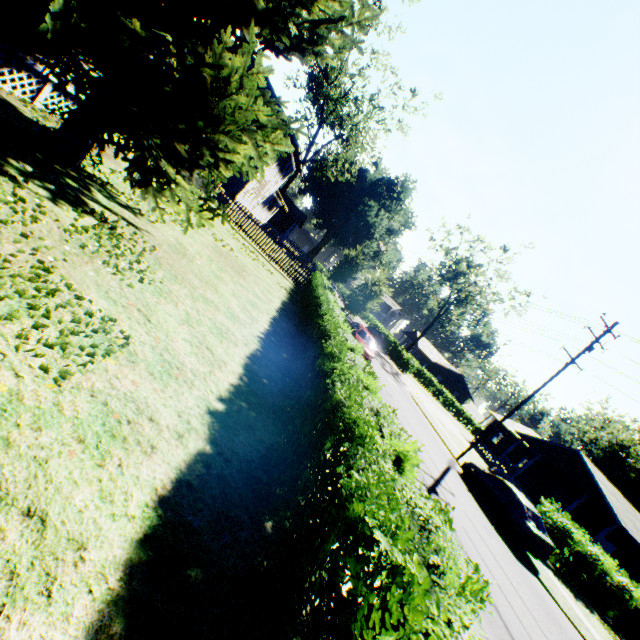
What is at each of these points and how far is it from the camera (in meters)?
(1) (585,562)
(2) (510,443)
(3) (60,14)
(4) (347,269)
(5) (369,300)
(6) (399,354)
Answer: (1) hedge, 17.59
(2) house, 37.78
(3) plant, 5.68
(4) plant, 39.91
(5) plant, 22.34
(6) hedge, 45.25

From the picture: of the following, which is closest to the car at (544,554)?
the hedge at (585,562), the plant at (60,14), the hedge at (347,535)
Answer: the hedge at (585,562)

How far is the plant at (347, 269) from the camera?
40.0m

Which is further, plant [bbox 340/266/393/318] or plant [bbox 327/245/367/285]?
plant [bbox 327/245/367/285]

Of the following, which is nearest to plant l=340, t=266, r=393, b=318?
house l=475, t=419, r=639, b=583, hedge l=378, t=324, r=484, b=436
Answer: hedge l=378, t=324, r=484, b=436

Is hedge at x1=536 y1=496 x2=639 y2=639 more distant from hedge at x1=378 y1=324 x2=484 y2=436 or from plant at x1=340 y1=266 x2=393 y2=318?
hedge at x1=378 y1=324 x2=484 y2=436

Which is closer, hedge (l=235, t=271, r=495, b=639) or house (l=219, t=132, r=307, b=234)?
hedge (l=235, t=271, r=495, b=639)

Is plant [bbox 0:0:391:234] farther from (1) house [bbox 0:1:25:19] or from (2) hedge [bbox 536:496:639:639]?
(2) hedge [bbox 536:496:639:639]
